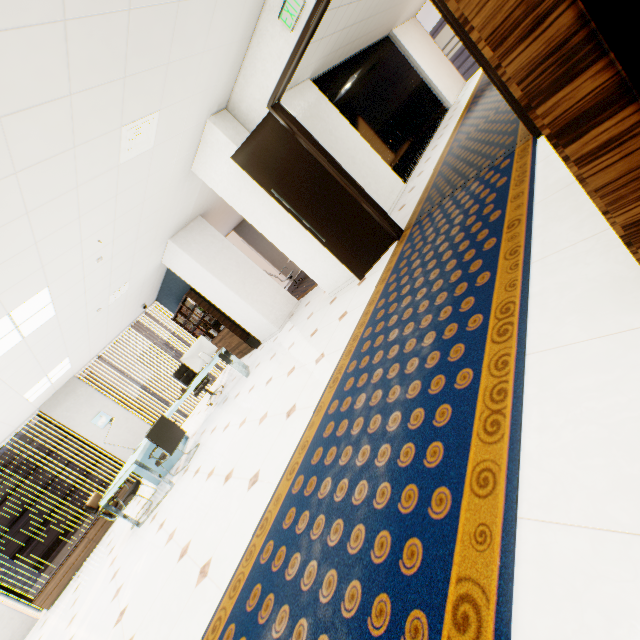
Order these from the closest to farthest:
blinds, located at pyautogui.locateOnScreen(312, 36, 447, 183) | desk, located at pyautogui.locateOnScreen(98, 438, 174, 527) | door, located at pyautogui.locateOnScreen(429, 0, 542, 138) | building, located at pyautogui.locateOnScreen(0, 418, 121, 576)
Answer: door, located at pyautogui.locateOnScreen(429, 0, 542, 138), desk, located at pyautogui.locateOnScreen(98, 438, 174, 527), blinds, located at pyautogui.locateOnScreen(312, 36, 447, 183), building, located at pyautogui.locateOnScreen(0, 418, 121, 576)

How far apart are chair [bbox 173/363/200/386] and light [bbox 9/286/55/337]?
3.6 meters

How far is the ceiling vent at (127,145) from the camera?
3.1m

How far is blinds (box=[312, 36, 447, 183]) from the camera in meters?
7.4 m

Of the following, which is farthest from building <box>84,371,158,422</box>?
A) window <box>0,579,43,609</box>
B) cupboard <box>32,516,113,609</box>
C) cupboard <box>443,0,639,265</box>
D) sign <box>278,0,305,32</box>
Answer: cupboard <box>443,0,639,265</box>

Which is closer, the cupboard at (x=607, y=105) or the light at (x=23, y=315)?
the cupboard at (x=607, y=105)

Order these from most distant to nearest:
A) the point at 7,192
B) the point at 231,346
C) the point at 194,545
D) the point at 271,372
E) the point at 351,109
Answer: the point at 231,346 < the point at 351,109 < the point at 271,372 < the point at 194,545 < the point at 7,192

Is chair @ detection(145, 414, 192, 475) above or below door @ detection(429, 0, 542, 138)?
below
